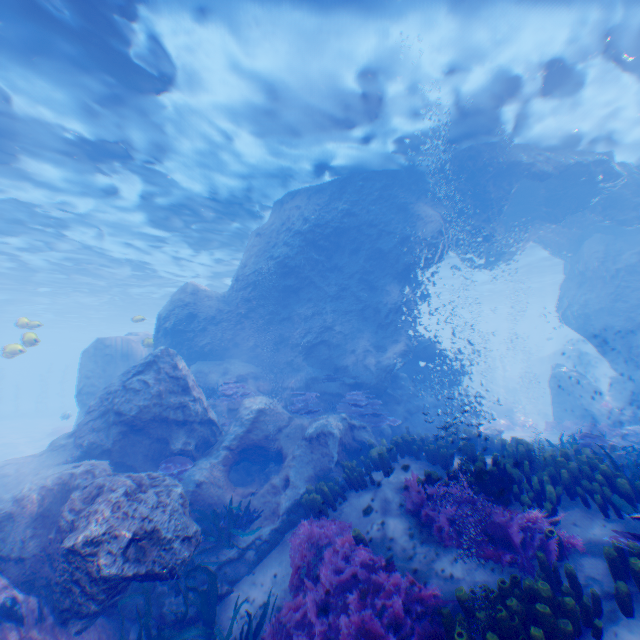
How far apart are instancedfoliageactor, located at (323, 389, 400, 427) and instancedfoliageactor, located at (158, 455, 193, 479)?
4.9m

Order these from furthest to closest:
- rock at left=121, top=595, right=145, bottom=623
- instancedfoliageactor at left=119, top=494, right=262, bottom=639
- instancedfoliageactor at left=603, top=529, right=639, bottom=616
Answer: rock at left=121, top=595, right=145, bottom=623, instancedfoliageactor at left=119, top=494, right=262, bottom=639, instancedfoliageactor at left=603, top=529, right=639, bottom=616

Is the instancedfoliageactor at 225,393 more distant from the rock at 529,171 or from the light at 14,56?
the light at 14,56

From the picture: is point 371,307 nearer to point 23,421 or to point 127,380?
point 127,380

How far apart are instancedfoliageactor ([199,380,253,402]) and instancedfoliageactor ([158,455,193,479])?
3.0 meters

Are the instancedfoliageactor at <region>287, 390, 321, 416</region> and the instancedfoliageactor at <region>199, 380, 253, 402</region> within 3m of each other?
yes

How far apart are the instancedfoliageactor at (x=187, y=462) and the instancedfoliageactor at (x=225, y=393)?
3.02m

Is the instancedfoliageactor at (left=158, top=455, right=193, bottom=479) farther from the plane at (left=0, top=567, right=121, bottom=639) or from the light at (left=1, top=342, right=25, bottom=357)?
the light at (left=1, top=342, right=25, bottom=357)
